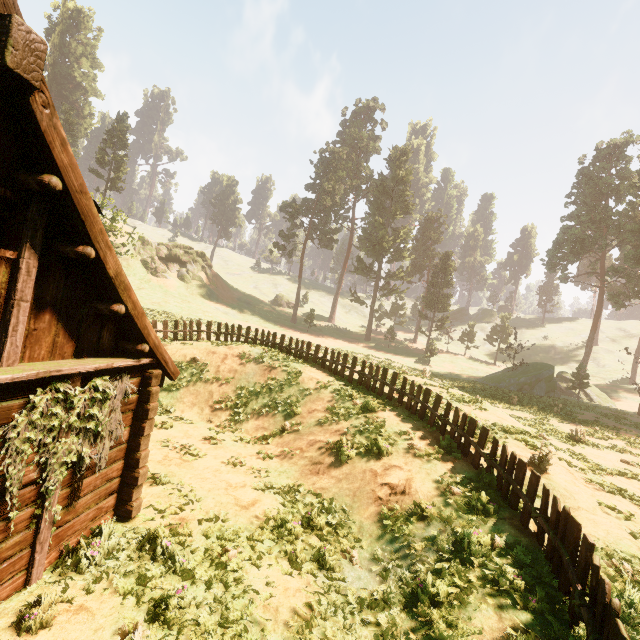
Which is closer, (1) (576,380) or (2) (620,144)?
(1) (576,380)

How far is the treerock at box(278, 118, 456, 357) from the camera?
49.9m

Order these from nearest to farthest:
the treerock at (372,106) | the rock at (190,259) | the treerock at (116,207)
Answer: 1. the treerock at (116,207)
2. the rock at (190,259)
3. the treerock at (372,106)

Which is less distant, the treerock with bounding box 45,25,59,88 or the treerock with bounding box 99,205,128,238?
the treerock with bounding box 99,205,128,238

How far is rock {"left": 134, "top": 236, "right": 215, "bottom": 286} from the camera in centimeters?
4734cm

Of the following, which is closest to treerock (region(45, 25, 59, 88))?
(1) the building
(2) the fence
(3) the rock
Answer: (1) the building

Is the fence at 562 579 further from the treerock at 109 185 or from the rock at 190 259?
the rock at 190 259
